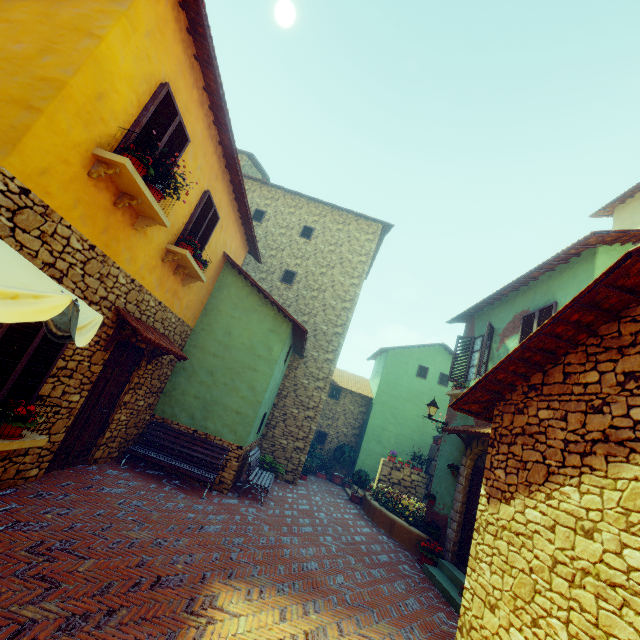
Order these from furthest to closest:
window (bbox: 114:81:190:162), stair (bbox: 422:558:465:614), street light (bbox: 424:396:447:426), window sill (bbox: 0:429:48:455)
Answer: street light (bbox: 424:396:447:426) → stair (bbox: 422:558:465:614) → window (bbox: 114:81:190:162) → window sill (bbox: 0:429:48:455)

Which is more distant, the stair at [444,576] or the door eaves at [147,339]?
the stair at [444,576]

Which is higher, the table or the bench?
the table

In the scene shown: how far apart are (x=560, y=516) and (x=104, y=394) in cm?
759

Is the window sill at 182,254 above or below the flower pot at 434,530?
above

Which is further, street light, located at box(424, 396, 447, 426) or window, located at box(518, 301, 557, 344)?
street light, located at box(424, 396, 447, 426)

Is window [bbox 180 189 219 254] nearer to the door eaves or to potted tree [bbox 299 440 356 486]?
the door eaves

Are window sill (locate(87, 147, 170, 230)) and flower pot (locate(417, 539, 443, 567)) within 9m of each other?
no
